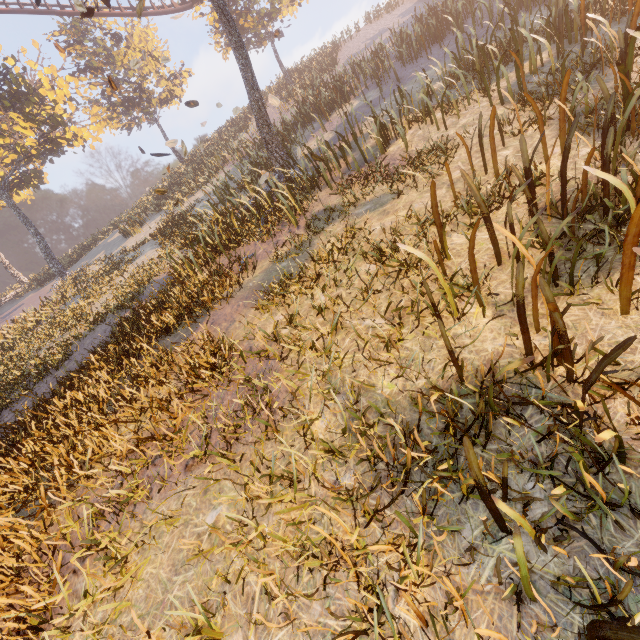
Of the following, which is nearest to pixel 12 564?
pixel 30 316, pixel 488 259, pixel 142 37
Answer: pixel 488 259
